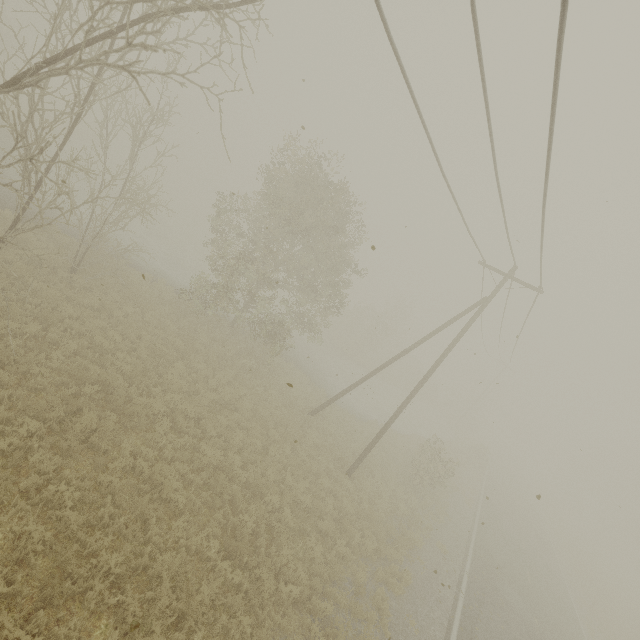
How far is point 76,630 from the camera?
5.36m
